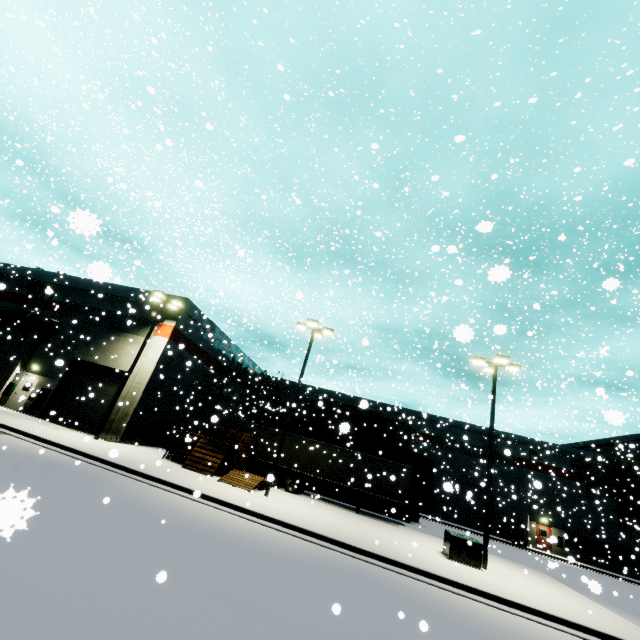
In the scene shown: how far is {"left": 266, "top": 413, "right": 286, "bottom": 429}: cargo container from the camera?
30.99m

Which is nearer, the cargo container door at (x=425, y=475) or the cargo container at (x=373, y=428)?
the cargo container at (x=373, y=428)

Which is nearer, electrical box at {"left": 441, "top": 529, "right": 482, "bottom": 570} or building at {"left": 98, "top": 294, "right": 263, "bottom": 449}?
electrical box at {"left": 441, "top": 529, "right": 482, "bottom": 570}

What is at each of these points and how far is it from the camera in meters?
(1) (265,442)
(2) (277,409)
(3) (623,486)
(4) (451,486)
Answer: (1) semi trailer, 26.1 m
(2) building, 36.0 m
(3) tree, 34.1 m
(4) roll-up door, 5.3 m

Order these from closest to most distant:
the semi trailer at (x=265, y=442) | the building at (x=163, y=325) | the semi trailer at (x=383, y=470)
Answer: the semi trailer at (x=383, y=470)
the building at (x=163, y=325)
the semi trailer at (x=265, y=442)

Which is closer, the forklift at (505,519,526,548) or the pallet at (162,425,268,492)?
the pallet at (162,425,268,492)

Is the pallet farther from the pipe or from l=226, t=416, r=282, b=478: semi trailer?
the pipe

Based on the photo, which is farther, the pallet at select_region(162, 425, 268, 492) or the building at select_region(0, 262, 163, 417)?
the building at select_region(0, 262, 163, 417)
